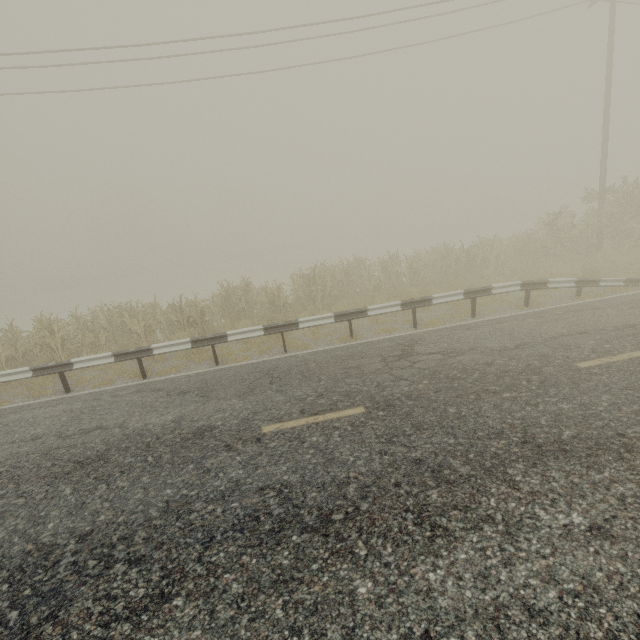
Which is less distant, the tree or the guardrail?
the guardrail

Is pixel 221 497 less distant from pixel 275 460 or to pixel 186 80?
pixel 275 460

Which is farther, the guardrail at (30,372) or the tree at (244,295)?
the tree at (244,295)
